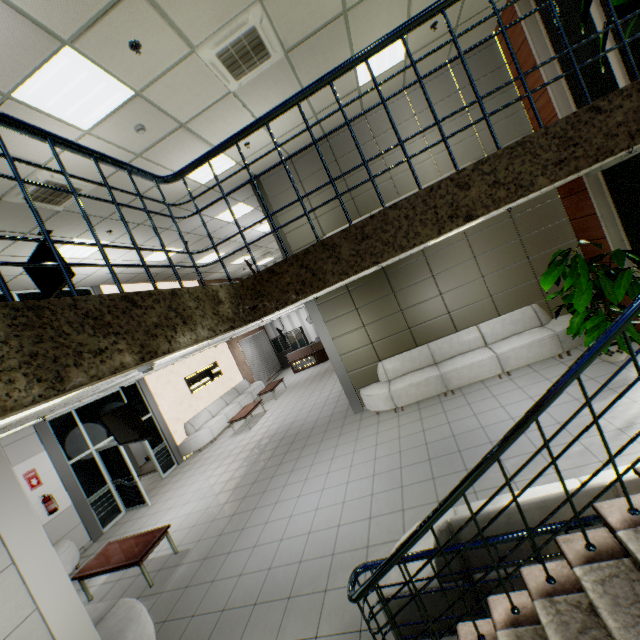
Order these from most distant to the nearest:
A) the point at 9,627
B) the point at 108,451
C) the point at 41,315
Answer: the point at 108,451
the point at 9,627
the point at 41,315

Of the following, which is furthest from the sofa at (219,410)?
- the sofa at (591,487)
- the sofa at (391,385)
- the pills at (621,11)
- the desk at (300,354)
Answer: the pills at (621,11)

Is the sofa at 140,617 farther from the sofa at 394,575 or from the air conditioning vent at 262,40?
the air conditioning vent at 262,40

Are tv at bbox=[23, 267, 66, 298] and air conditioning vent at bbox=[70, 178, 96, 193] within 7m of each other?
yes

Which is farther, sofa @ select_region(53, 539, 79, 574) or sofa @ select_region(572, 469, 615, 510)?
sofa @ select_region(53, 539, 79, 574)

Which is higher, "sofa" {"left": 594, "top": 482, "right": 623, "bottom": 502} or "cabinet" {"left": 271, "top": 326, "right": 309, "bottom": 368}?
"cabinet" {"left": 271, "top": 326, "right": 309, "bottom": 368}

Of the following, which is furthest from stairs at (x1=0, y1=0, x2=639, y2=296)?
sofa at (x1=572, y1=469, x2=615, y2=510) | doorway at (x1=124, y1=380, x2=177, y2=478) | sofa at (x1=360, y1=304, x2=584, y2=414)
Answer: doorway at (x1=124, y1=380, x2=177, y2=478)

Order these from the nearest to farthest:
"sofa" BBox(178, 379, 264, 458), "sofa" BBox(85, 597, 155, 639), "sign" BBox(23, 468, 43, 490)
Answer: "sofa" BBox(85, 597, 155, 639), "sign" BBox(23, 468, 43, 490), "sofa" BBox(178, 379, 264, 458)
